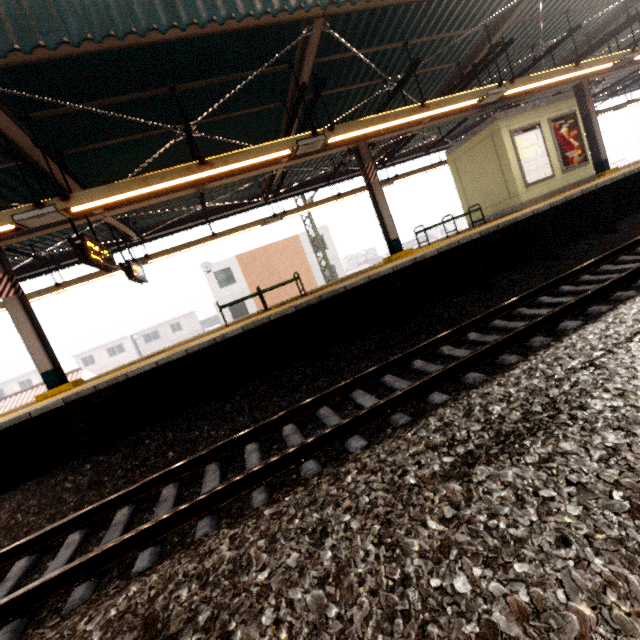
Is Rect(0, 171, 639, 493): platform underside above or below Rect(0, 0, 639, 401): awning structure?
below

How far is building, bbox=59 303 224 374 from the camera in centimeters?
4631cm

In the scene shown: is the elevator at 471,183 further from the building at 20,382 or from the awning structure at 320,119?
the building at 20,382

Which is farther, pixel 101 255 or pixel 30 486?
pixel 101 255

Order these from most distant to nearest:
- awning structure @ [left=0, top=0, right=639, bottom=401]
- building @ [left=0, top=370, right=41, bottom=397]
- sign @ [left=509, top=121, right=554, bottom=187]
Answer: building @ [left=0, top=370, right=41, bottom=397], sign @ [left=509, top=121, right=554, bottom=187], awning structure @ [left=0, top=0, right=639, bottom=401]

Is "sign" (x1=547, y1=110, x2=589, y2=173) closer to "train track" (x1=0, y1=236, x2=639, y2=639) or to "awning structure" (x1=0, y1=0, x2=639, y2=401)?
"awning structure" (x1=0, y1=0, x2=639, y2=401)

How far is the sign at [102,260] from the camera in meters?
6.0

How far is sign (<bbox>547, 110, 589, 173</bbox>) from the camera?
10.34m
